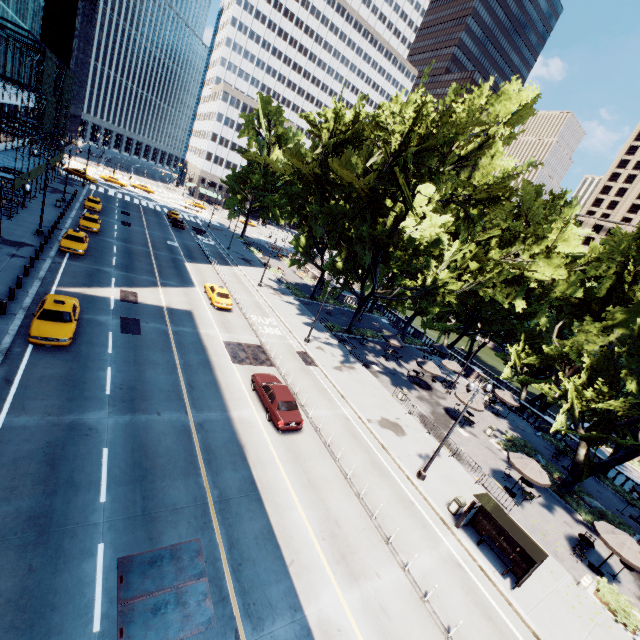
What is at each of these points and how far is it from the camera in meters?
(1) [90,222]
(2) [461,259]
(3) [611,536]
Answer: (1) vehicle, 36.3
(2) tree, 38.1
(3) umbrella, 18.0

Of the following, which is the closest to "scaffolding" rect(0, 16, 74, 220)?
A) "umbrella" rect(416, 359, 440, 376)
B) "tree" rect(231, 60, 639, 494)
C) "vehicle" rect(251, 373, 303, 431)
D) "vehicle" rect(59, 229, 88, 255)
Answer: "vehicle" rect(59, 229, 88, 255)

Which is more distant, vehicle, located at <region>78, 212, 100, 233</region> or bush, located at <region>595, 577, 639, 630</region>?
vehicle, located at <region>78, 212, 100, 233</region>

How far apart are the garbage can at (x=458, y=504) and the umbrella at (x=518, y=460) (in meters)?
5.86

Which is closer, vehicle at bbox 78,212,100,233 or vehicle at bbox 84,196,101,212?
vehicle at bbox 78,212,100,233

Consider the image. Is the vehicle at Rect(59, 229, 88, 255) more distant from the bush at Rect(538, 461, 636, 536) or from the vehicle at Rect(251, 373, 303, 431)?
the bush at Rect(538, 461, 636, 536)

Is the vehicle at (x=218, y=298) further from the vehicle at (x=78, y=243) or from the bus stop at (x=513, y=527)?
the bus stop at (x=513, y=527)

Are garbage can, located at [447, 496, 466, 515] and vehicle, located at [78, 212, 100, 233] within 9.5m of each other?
no
